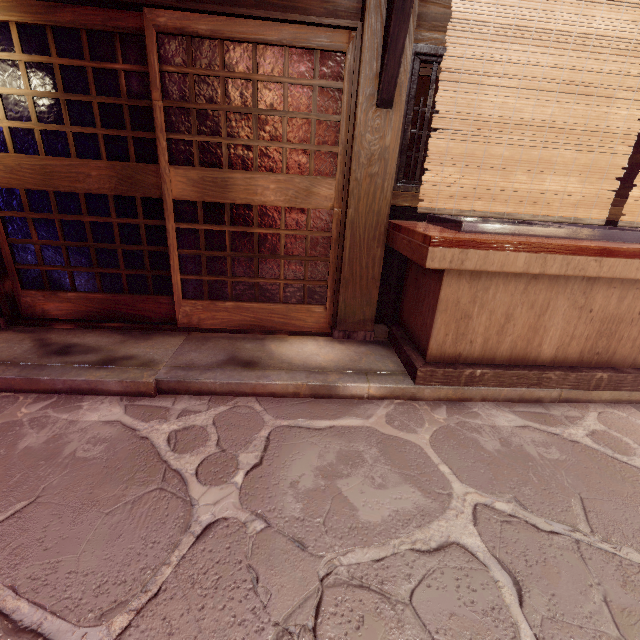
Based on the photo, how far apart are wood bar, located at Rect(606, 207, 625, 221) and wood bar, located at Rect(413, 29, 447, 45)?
2.0 meters

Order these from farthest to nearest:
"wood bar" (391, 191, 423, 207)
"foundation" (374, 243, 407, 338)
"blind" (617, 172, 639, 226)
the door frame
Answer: "foundation" (374, 243, 407, 338) < "wood bar" (391, 191, 423, 207) < the door frame < "blind" (617, 172, 639, 226)

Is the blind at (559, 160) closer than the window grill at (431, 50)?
Yes

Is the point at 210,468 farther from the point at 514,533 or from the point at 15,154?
the point at 15,154

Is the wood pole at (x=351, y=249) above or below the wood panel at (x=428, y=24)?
below

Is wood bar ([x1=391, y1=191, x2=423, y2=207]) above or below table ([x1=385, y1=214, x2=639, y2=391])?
above

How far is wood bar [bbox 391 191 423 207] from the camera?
5.7 meters

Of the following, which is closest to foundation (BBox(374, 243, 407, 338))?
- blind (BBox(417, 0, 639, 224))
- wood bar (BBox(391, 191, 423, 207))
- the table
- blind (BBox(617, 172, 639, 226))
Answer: the table
